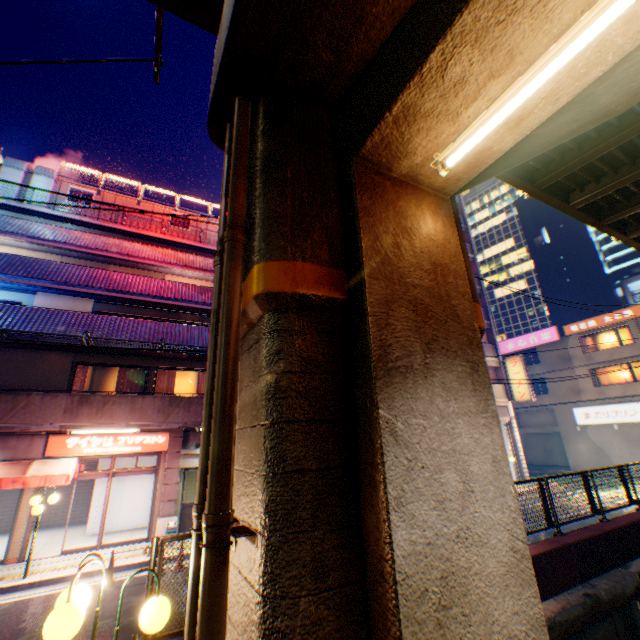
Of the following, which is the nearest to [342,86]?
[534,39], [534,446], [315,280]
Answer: [534,39]

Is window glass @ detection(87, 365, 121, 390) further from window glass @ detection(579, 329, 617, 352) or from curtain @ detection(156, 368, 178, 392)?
window glass @ detection(579, 329, 617, 352)

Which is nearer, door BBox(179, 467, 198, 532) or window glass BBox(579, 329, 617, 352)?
door BBox(179, 467, 198, 532)

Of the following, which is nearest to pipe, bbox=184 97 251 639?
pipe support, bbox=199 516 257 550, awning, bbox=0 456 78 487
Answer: pipe support, bbox=199 516 257 550

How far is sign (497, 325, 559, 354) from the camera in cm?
3116

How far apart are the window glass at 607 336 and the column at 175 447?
33.9 meters

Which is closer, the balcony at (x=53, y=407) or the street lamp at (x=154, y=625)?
the street lamp at (x=154, y=625)

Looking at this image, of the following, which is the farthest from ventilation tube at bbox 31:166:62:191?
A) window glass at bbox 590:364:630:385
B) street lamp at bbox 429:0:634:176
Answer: window glass at bbox 590:364:630:385
